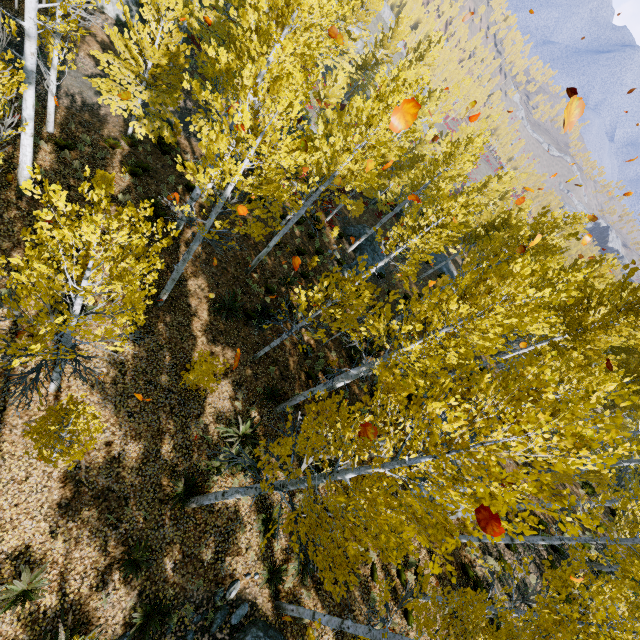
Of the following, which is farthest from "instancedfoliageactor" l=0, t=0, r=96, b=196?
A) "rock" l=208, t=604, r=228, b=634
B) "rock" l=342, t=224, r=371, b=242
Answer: "rock" l=208, t=604, r=228, b=634

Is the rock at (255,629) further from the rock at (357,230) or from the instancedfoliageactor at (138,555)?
the rock at (357,230)

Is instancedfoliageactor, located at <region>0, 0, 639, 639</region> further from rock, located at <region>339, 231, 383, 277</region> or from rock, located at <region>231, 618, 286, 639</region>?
rock, located at <region>231, 618, 286, 639</region>

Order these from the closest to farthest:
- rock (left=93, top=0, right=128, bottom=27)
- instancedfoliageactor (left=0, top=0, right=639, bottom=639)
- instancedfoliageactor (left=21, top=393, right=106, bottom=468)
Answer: instancedfoliageactor (left=0, top=0, right=639, bottom=639), instancedfoliageactor (left=21, top=393, right=106, bottom=468), rock (left=93, top=0, right=128, bottom=27)

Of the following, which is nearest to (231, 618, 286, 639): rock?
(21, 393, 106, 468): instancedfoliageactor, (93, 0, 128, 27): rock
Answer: (21, 393, 106, 468): instancedfoliageactor

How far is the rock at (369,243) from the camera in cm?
2127

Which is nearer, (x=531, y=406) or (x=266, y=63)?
(x=266, y=63)

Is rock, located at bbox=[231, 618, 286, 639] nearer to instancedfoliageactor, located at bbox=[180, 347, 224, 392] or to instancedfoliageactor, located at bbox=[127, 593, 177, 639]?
instancedfoliageactor, located at bbox=[127, 593, 177, 639]
